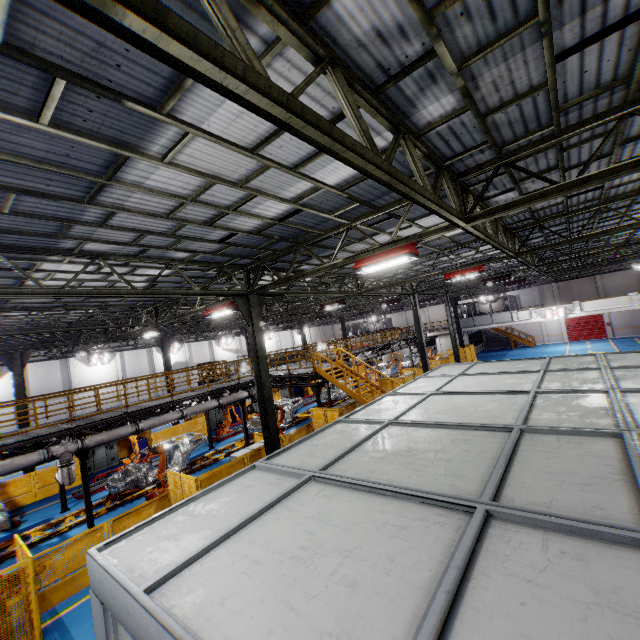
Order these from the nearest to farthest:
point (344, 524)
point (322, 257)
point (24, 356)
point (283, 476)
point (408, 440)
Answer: point (344, 524) → point (283, 476) → point (408, 440) → point (322, 257) → point (24, 356)

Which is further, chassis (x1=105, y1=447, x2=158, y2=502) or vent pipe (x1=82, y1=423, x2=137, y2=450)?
chassis (x1=105, y1=447, x2=158, y2=502)

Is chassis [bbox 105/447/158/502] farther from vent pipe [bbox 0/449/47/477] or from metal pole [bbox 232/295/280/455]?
metal pole [bbox 232/295/280/455]

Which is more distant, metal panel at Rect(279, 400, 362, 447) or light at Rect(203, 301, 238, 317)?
metal panel at Rect(279, 400, 362, 447)

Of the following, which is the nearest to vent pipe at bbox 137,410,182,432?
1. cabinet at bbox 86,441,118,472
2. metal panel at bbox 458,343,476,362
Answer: metal panel at bbox 458,343,476,362

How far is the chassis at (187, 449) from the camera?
16.6m

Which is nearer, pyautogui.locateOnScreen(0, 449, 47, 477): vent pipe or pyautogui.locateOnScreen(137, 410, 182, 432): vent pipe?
pyautogui.locateOnScreen(0, 449, 47, 477): vent pipe

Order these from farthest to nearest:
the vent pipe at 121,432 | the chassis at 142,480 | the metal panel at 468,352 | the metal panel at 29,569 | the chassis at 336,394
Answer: the metal panel at 468,352, the chassis at 336,394, the chassis at 142,480, the vent pipe at 121,432, the metal panel at 29,569
